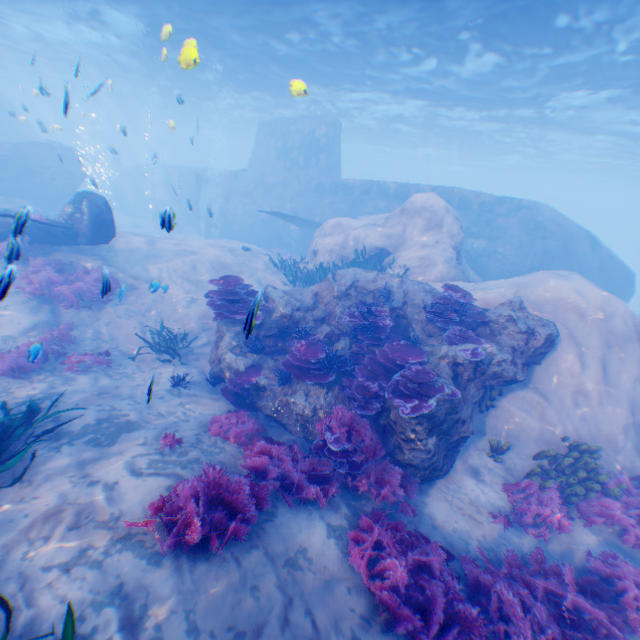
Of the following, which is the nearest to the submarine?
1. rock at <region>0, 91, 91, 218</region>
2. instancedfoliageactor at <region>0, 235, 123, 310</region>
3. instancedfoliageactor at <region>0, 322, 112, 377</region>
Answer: rock at <region>0, 91, 91, 218</region>

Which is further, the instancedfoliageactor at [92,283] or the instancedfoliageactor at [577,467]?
the instancedfoliageactor at [577,467]

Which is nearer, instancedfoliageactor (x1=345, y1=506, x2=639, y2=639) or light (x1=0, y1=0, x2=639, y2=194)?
instancedfoliageactor (x1=345, y1=506, x2=639, y2=639)

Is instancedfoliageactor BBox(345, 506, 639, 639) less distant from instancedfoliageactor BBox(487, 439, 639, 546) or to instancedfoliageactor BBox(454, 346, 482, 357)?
instancedfoliageactor BBox(487, 439, 639, 546)

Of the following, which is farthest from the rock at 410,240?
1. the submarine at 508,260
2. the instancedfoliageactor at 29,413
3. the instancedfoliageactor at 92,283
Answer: the instancedfoliageactor at 92,283

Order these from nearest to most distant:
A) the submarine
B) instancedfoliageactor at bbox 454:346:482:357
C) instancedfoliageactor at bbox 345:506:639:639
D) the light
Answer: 1. instancedfoliageactor at bbox 345:506:639:639
2. instancedfoliageactor at bbox 454:346:482:357
3. the light
4. the submarine

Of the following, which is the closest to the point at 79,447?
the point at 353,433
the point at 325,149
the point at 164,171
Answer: the point at 353,433

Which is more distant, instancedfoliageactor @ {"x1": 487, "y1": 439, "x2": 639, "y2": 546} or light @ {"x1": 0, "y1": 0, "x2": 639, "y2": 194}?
light @ {"x1": 0, "y1": 0, "x2": 639, "y2": 194}
